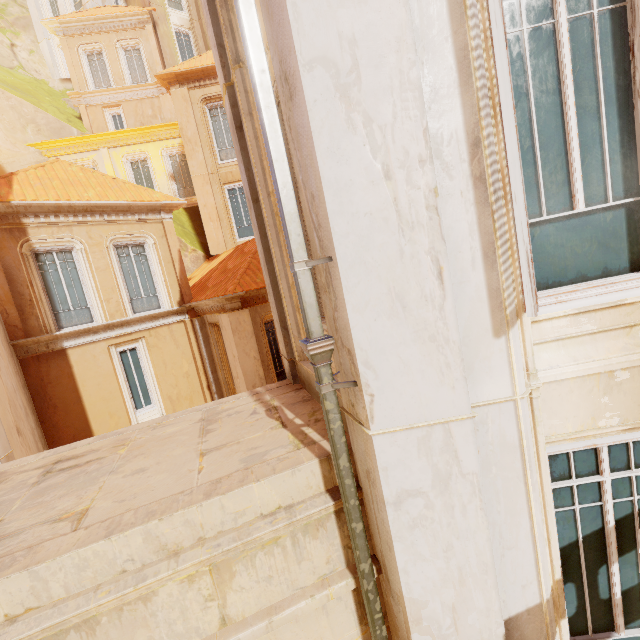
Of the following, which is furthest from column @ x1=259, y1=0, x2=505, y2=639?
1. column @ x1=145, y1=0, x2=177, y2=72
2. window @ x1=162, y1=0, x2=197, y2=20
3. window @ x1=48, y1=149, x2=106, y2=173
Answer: window @ x1=162, y1=0, x2=197, y2=20

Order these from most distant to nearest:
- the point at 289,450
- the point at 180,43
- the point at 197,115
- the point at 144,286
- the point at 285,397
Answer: the point at 180,43, the point at 197,115, the point at 144,286, the point at 285,397, the point at 289,450

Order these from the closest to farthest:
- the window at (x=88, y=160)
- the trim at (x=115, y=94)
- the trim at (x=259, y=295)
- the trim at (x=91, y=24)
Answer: the trim at (x=259, y=295) < the window at (x=88, y=160) < the trim at (x=91, y=24) < the trim at (x=115, y=94)

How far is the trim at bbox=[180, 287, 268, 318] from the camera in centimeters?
1032cm

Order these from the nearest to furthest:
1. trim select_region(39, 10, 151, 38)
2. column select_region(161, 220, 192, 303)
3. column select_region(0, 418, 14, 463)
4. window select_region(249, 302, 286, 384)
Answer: column select_region(0, 418, 14, 463) < window select_region(249, 302, 286, 384) < column select_region(161, 220, 192, 303) < trim select_region(39, 10, 151, 38)

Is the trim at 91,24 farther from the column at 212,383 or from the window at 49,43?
the column at 212,383

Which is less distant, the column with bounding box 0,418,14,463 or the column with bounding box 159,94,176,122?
the column with bounding box 0,418,14,463

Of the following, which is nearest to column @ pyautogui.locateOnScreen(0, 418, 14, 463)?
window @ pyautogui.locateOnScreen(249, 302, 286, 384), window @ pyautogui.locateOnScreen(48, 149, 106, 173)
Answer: window @ pyautogui.locateOnScreen(249, 302, 286, 384)
